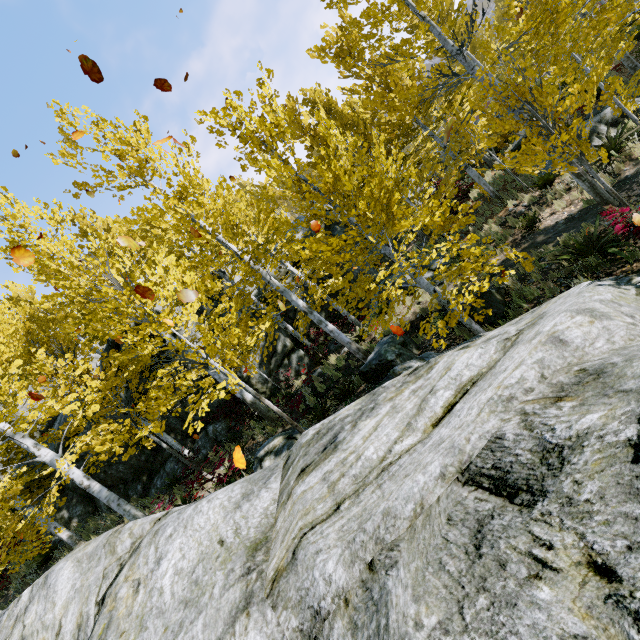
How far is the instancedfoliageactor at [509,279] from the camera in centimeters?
477cm

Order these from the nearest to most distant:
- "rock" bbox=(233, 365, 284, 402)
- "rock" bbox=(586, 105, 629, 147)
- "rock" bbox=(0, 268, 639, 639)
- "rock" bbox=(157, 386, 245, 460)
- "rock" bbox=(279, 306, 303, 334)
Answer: "rock" bbox=(0, 268, 639, 639), "rock" bbox=(586, 105, 629, 147), "rock" bbox=(157, 386, 245, 460), "rock" bbox=(233, 365, 284, 402), "rock" bbox=(279, 306, 303, 334)

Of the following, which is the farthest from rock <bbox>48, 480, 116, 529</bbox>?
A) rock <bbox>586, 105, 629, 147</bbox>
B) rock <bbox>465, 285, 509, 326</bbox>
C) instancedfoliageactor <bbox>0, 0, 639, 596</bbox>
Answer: rock <bbox>586, 105, 629, 147</bbox>

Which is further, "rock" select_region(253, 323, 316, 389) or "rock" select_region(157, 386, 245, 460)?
"rock" select_region(253, 323, 316, 389)

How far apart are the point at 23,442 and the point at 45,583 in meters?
4.5 m

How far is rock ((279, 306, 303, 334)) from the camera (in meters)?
14.81

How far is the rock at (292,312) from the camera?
14.81m
